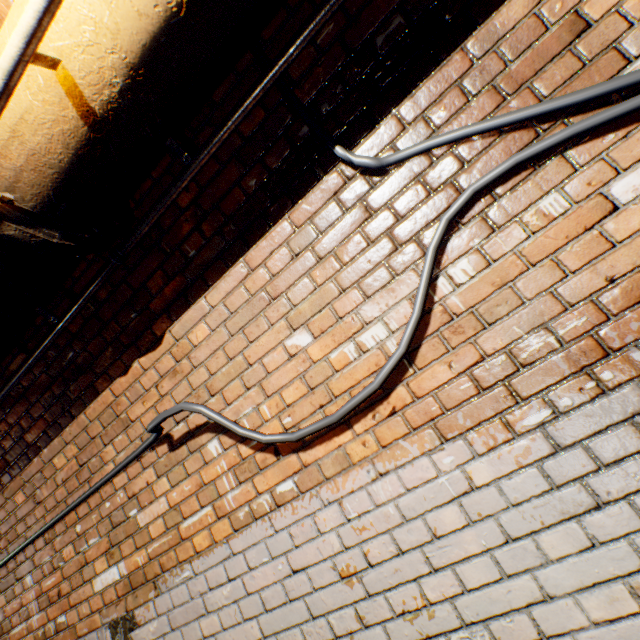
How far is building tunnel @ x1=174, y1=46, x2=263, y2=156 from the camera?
1.37m

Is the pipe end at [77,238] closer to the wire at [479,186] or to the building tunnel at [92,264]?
the building tunnel at [92,264]

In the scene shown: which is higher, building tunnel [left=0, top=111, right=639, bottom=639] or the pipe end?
the pipe end

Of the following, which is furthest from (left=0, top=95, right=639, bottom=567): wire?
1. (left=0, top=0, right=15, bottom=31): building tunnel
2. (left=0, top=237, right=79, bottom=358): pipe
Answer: (left=0, top=237, right=79, bottom=358): pipe

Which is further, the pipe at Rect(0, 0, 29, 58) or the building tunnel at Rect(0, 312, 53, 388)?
the building tunnel at Rect(0, 312, 53, 388)

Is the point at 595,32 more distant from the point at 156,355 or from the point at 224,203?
the point at 156,355

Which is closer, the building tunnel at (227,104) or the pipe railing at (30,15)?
the pipe railing at (30,15)

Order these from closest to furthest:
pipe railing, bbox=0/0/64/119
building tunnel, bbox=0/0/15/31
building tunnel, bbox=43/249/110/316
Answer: pipe railing, bbox=0/0/64/119 → building tunnel, bbox=0/0/15/31 → building tunnel, bbox=43/249/110/316
